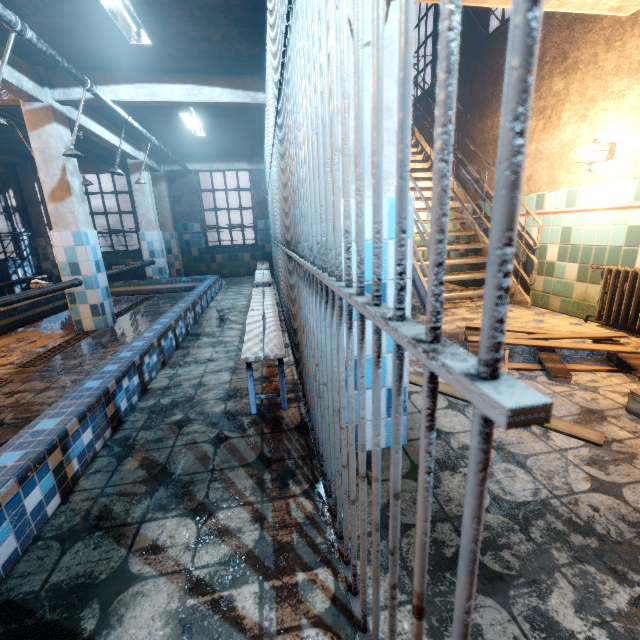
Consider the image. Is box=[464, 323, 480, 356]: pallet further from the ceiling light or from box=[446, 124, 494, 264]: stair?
the ceiling light

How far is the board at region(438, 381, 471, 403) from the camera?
2.1m

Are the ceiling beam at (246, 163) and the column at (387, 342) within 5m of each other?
no

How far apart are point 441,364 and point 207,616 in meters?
1.2

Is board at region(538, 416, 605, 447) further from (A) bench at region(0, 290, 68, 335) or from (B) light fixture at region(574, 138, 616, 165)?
(B) light fixture at region(574, 138, 616, 165)

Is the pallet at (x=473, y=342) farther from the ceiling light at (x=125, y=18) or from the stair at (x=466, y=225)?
the ceiling light at (x=125, y=18)

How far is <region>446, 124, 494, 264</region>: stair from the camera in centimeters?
487cm

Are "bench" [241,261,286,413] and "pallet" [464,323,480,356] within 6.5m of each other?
yes
